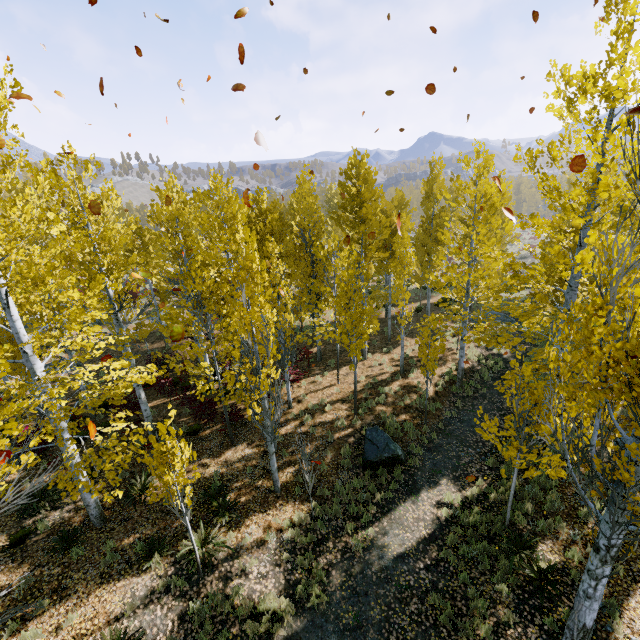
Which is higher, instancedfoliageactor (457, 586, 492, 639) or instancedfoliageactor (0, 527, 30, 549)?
instancedfoliageactor (0, 527, 30, 549)

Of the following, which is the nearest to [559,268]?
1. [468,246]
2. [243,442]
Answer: [468,246]

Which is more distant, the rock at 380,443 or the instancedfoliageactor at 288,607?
the rock at 380,443

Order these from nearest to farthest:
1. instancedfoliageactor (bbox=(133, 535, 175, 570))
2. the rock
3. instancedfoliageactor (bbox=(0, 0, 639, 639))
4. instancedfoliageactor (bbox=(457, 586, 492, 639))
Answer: instancedfoliageactor (bbox=(0, 0, 639, 639))
instancedfoliageactor (bbox=(457, 586, 492, 639))
instancedfoliageactor (bbox=(133, 535, 175, 570))
the rock

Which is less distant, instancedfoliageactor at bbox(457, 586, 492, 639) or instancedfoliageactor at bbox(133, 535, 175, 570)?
instancedfoliageactor at bbox(457, 586, 492, 639)

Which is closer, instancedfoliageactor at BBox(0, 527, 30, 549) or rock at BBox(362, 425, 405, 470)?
instancedfoliageactor at BBox(0, 527, 30, 549)
